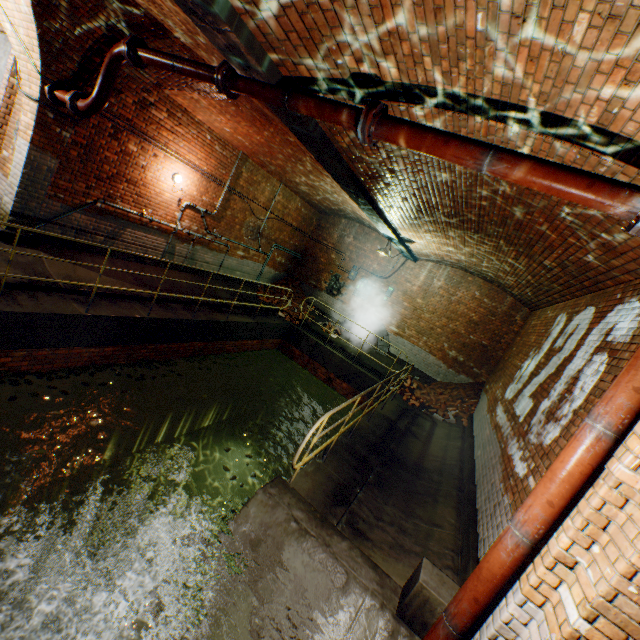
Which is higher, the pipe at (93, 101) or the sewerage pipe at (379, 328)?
the pipe at (93, 101)

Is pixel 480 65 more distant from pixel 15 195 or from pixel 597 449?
pixel 15 195

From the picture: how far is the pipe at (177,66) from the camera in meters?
4.0

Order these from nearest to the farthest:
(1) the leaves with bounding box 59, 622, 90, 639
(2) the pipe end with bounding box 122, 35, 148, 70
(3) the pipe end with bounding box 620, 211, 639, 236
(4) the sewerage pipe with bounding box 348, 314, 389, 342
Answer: (3) the pipe end with bounding box 620, 211, 639, 236
(1) the leaves with bounding box 59, 622, 90, 639
(2) the pipe end with bounding box 122, 35, 148, 70
(4) the sewerage pipe with bounding box 348, 314, 389, 342

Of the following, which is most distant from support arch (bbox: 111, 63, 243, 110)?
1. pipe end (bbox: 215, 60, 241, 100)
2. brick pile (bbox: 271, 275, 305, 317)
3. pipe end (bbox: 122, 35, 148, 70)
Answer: brick pile (bbox: 271, 275, 305, 317)

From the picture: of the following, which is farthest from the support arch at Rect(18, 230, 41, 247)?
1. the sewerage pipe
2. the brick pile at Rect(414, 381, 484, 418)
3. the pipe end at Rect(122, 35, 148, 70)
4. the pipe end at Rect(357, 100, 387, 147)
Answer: the brick pile at Rect(414, 381, 484, 418)

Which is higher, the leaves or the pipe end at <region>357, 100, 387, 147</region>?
the pipe end at <region>357, 100, 387, 147</region>

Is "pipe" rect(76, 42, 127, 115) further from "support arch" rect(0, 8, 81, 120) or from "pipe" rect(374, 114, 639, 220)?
"pipe" rect(374, 114, 639, 220)
